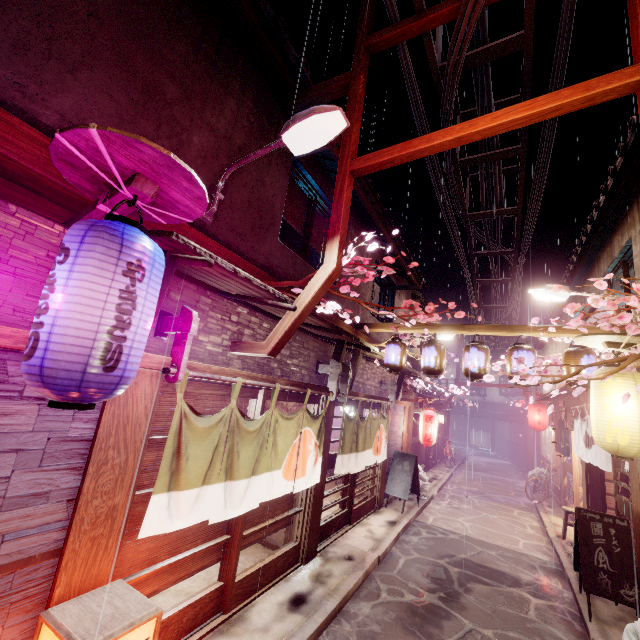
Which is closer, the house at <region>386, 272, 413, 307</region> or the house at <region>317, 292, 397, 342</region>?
the house at <region>317, 292, 397, 342</region>

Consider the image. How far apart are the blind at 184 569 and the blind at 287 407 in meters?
2.6 m

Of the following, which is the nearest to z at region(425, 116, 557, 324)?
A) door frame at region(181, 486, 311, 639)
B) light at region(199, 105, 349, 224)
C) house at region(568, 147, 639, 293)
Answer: light at region(199, 105, 349, 224)

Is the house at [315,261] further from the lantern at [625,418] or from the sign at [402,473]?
the sign at [402,473]

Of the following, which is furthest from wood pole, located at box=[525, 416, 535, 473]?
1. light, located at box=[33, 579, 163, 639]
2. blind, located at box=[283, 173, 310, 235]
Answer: light, located at box=[33, 579, 163, 639]

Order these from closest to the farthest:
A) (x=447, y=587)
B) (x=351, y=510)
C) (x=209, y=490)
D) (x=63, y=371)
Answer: (x=63, y=371) < (x=209, y=490) < (x=447, y=587) < (x=351, y=510)

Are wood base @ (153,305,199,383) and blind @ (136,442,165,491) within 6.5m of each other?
yes

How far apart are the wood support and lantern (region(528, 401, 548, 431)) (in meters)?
27.83
